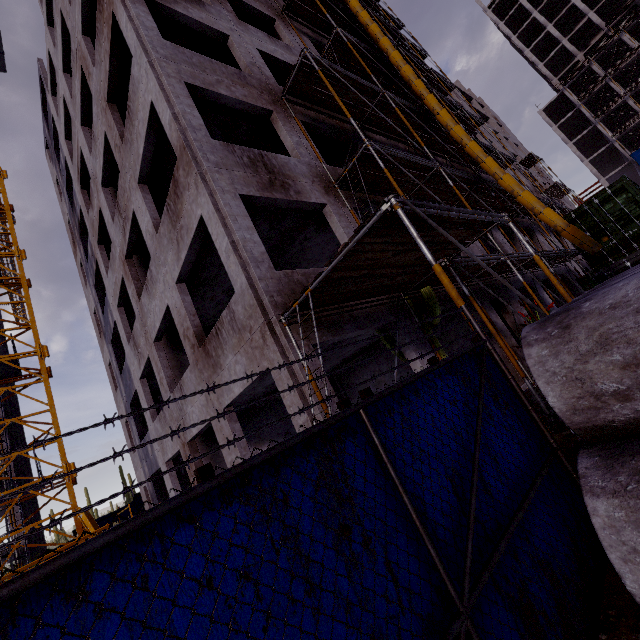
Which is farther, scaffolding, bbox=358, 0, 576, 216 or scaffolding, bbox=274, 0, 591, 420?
scaffolding, bbox=358, 0, 576, 216

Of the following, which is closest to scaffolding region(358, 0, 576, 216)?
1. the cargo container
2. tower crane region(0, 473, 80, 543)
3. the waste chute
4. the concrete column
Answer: the waste chute

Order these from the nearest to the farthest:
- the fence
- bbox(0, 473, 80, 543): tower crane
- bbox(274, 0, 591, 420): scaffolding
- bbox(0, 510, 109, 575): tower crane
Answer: the fence → bbox(274, 0, 591, 420): scaffolding → bbox(0, 510, 109, 575): tower crane → bbox(0, 473, 80, 543): tower crane

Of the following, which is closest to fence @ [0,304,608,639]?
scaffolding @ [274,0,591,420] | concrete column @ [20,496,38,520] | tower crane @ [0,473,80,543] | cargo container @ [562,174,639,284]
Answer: scaffolding @ [274,0,591,420]

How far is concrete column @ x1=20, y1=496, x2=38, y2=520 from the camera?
22.2m

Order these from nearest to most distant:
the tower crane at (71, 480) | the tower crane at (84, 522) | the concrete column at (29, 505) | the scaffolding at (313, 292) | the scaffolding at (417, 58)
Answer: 1. the scaffolding at (313, 292)
2. the tower crane at (84, 522)
3. the tower crane at (71, 480)
4. the scaffolding at (417, 58)
5. the concrete column at (29, 505)

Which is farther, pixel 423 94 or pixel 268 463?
pixel 423 94

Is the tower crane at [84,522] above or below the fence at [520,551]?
above
